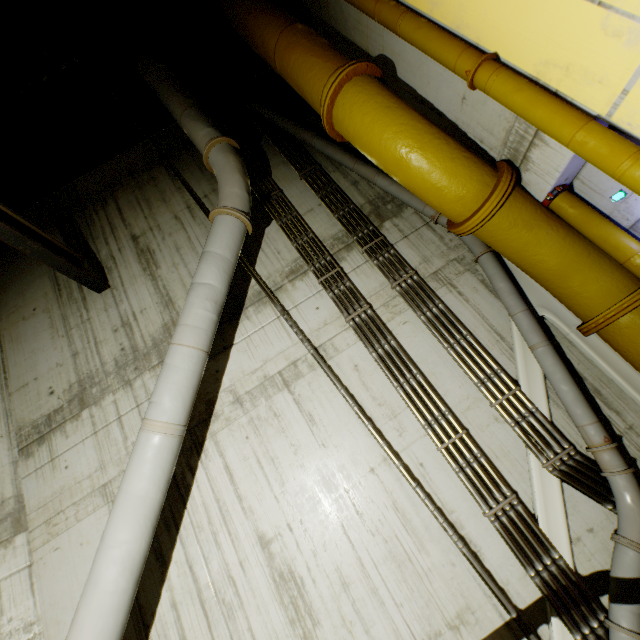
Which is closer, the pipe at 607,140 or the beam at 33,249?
the pipe at 607,140

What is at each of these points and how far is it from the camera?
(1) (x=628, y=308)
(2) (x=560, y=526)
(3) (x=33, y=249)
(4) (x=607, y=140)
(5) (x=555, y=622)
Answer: (1) pipe, 3.53m
(2) support beam, 3.61m
(3) beam, 4.91m
(4) pipe, 2.65m
(5) support beam, 3.33m

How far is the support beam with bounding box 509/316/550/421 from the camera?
4.1m

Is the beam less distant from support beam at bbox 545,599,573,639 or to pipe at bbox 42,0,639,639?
pipe at bbox 42,0,639,639

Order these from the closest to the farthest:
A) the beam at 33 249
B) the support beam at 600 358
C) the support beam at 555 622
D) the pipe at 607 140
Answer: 1. the pipe at 607 140
2. the support beam at 555 622
3. the support beam at 600 358
4. the beam at 33 249

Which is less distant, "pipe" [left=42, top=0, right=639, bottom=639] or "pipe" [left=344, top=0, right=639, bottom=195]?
"pipe" [left=344, top=0, right=639, bottom=195]

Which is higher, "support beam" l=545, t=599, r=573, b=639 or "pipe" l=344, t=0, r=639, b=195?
"pipe" l=344, t=0, r=639, b=195

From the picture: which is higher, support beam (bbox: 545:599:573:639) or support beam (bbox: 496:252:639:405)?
support beam (bbox: 496:252:639:405)
